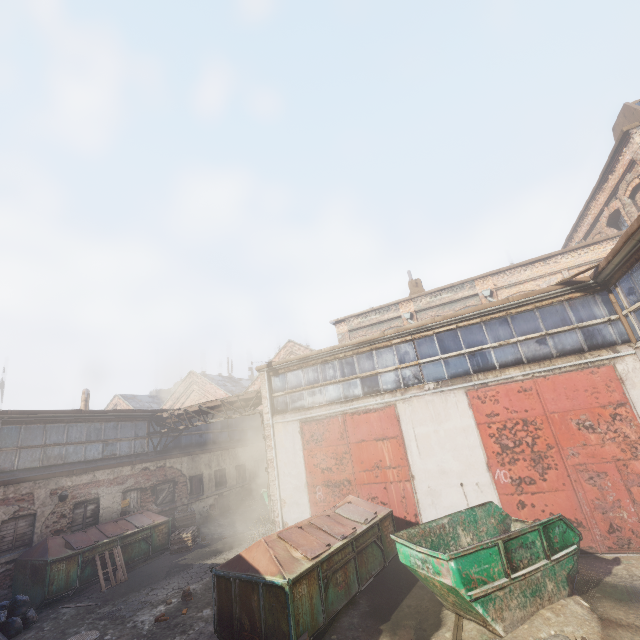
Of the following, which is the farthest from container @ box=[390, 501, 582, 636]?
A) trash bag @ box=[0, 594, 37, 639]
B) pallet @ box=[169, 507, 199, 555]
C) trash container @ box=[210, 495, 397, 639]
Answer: pallet @ box=[169, 507, 199, 555]

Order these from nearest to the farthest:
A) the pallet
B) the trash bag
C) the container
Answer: the container
the trash bag
the pallet

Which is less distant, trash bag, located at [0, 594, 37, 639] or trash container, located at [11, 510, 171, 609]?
trash bag, located at [0, 594, 37, 639]

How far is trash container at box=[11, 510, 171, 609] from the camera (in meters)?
9.98

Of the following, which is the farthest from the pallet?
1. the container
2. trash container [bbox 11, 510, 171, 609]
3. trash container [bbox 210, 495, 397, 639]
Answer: the container

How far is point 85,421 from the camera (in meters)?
14.12

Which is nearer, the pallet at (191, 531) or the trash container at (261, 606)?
the trash container at (261, 606)

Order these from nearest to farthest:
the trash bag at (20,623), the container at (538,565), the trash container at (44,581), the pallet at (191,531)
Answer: the container at (538,565)
the trash bag at (20,623)
the trash container at (44,581)
the pallet at (191,531)
